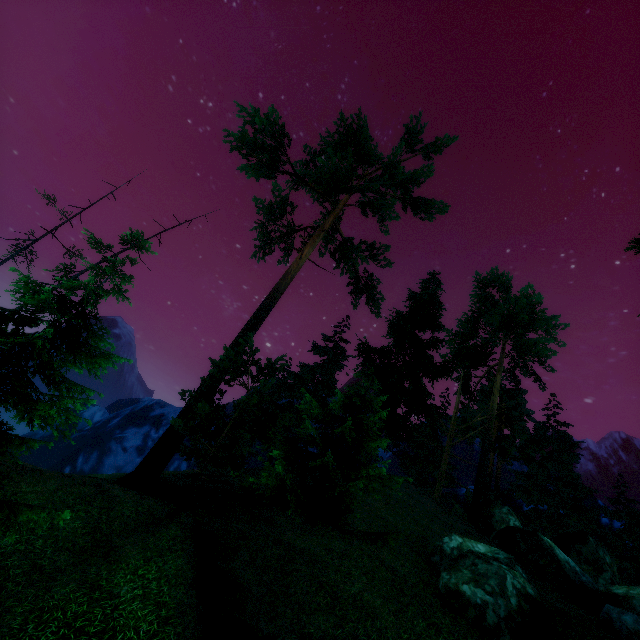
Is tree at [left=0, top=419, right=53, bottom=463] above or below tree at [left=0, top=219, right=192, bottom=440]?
below

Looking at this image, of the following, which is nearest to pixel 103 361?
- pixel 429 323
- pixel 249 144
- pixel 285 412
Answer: pixel 285 412

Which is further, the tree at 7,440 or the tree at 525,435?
the tree at 525,435

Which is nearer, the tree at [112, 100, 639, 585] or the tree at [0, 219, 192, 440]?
the tree at [0, 219, 192, 440]
